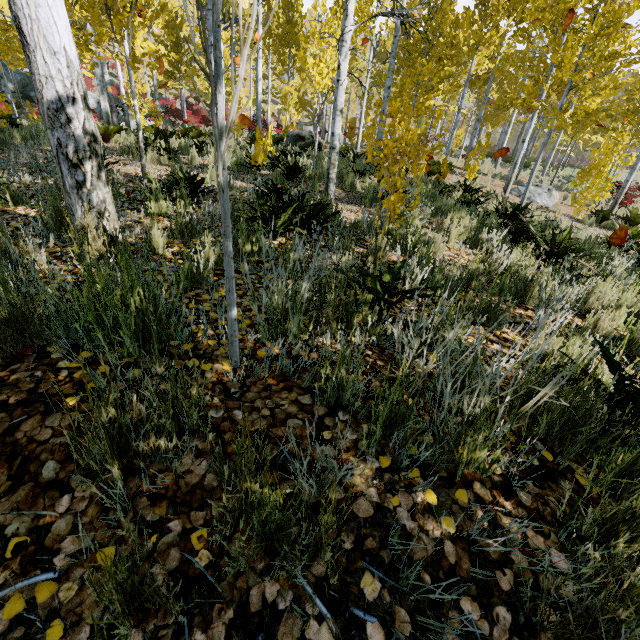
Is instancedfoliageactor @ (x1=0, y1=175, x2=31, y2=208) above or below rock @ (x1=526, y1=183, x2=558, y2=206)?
above

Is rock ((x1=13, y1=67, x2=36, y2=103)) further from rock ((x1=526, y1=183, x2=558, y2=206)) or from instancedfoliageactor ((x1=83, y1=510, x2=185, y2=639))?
rock ((x1=526, y1=183, x2=558, y2=206))

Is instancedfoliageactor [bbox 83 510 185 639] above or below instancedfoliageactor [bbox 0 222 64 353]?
below

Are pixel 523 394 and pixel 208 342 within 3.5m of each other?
yes

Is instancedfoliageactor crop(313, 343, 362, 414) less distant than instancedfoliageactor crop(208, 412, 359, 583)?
No

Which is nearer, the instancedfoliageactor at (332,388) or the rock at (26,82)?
the instancedfoliageactor at (332,388)

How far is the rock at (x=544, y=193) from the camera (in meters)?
12.34
